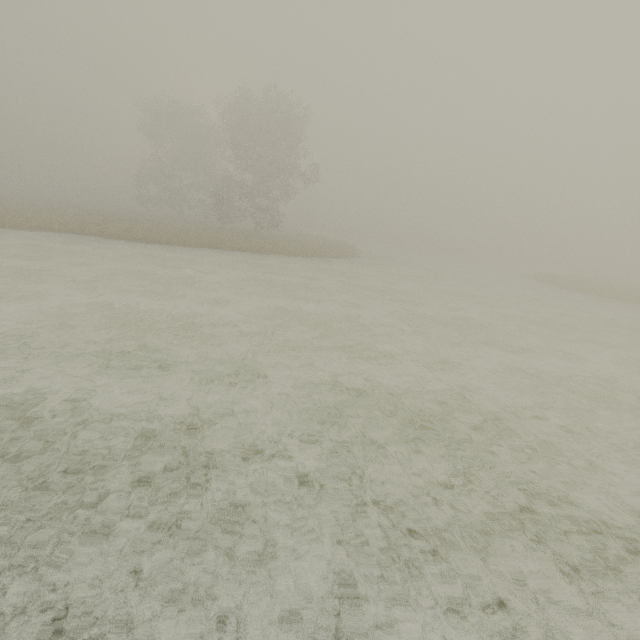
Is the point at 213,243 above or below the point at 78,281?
above
